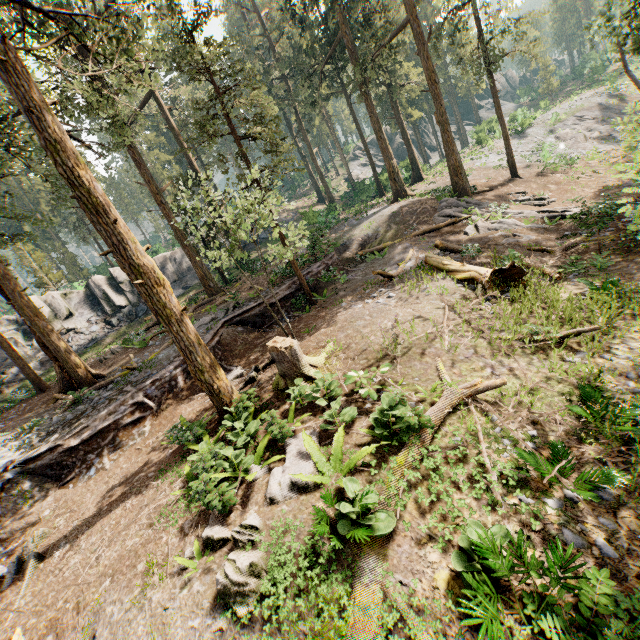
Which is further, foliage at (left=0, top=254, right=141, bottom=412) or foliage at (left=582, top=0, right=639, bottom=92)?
foliage at (left=582, top=0, right=639, bottom=92)

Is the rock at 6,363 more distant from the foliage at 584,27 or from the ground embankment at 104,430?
the ground embankment at 104,430

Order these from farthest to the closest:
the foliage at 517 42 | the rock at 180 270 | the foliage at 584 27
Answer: the rock at 180 270, the foliage at 517 42, the foliage at 584 27

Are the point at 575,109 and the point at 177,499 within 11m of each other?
no

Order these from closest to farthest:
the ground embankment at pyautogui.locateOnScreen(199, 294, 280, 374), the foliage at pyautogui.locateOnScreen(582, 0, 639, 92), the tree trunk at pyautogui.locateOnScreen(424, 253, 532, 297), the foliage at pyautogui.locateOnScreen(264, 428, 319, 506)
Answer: the foliage at pyautogui.locateOnScreen(264, 428, 319, 506)
the tree trunk at pyautogui.locateOnScreen(424, 253, 532, 297)
the ground embankment at pyautogui.locateOnScreen(199, 294, 280, 374)
the foliage at pyautogui.locateOnScreen(582, 0, 639, 92)

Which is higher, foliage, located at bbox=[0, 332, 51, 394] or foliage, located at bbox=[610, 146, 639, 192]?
foliage, located at bbox=[0, 332, 51, 394]

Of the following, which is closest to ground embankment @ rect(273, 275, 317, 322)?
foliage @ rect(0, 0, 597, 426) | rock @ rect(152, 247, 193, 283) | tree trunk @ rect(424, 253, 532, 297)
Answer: foliage @ rect(0, 0, 597, 426)

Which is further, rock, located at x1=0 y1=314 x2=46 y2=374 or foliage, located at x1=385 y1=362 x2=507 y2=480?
rock, located at x1=0 y1=314 x2=46 y2=374
